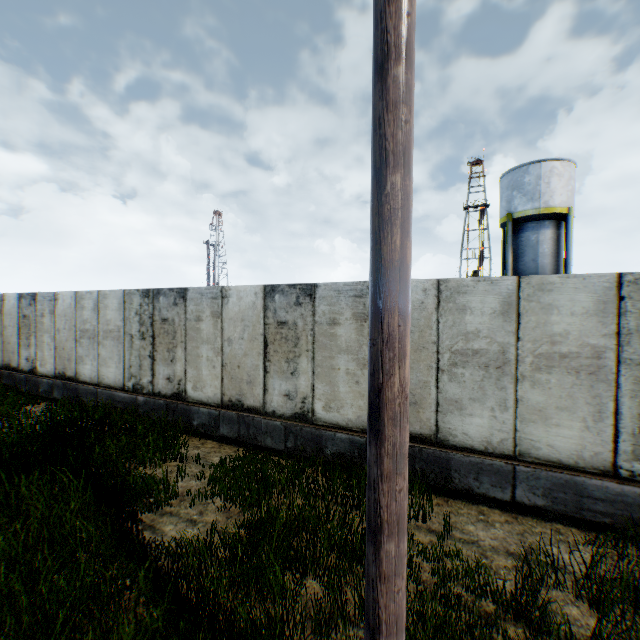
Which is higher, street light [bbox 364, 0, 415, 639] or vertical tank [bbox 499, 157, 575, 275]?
vertical tank [bbox 499, 157, 575, 275]

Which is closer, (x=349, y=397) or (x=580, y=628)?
(x=580, y=628)

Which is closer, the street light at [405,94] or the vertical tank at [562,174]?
the street light at [405,94]

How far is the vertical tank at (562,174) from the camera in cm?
1922

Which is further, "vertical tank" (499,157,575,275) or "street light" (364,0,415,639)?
"vertical tank" (499,157,575,275)

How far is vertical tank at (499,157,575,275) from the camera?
19.22m
